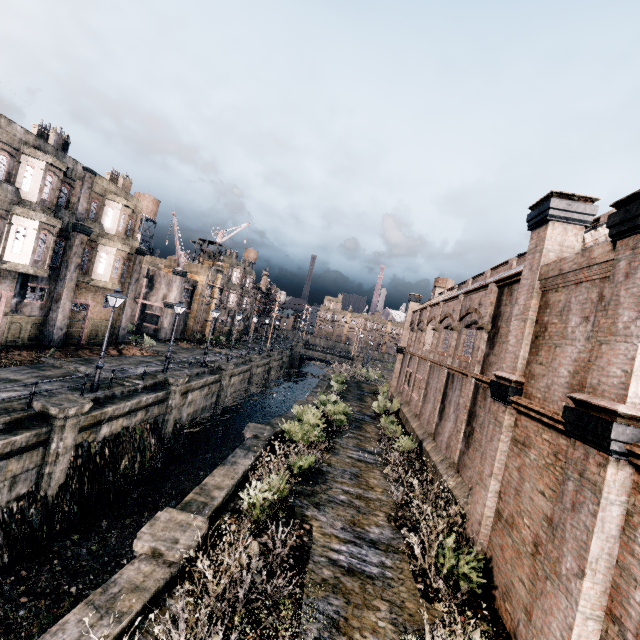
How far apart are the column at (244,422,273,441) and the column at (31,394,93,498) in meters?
7.2

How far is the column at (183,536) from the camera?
8.1m

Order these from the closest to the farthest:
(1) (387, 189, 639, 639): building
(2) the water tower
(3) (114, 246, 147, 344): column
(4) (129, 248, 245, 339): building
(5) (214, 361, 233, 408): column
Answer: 1. (1) (387, 189, 639, 639): building
2. (3) (114, 246, 147, 344): column
3. (5) (214, 361, 233, 408): column
4. (4) (129, 248, 245, 339): building
5. (2) the water tower

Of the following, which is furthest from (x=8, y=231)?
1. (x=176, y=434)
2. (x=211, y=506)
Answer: (x=211, y=506)

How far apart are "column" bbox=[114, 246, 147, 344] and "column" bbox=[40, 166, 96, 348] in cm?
554

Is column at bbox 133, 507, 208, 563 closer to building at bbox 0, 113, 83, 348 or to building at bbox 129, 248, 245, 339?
building at bbox 0, 113, 83, 348

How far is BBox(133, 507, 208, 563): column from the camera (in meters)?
8.11

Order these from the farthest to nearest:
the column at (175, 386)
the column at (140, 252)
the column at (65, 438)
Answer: the column at (140, 252)
the column at (175, 386)
the column at (65, 438)
